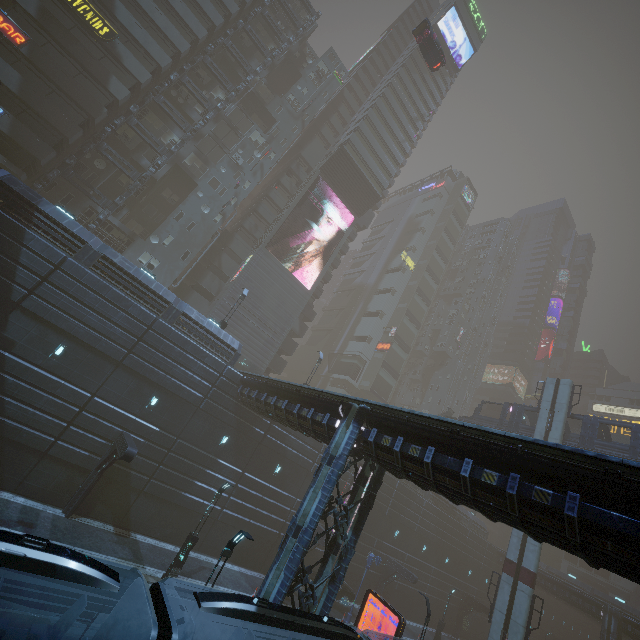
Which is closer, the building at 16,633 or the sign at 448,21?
the building at 16,633

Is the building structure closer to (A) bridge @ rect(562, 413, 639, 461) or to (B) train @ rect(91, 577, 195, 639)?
(B) train @ rect(91, 577, 195, 639)

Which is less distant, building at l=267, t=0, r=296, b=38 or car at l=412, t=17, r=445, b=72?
car at l=412, t=17, r=445, b=72

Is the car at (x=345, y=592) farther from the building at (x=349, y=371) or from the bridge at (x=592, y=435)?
the bridge at (x=592, y=435)

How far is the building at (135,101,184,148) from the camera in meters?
33.1 m

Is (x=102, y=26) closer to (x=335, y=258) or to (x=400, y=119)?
(x=335, y=258)

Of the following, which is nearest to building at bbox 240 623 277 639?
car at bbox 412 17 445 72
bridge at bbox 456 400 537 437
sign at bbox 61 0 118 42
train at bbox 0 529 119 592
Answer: sign at bbox 61 0 118 42

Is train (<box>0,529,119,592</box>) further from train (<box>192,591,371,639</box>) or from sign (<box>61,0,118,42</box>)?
sign (<box>61,0,118,42</box>)
